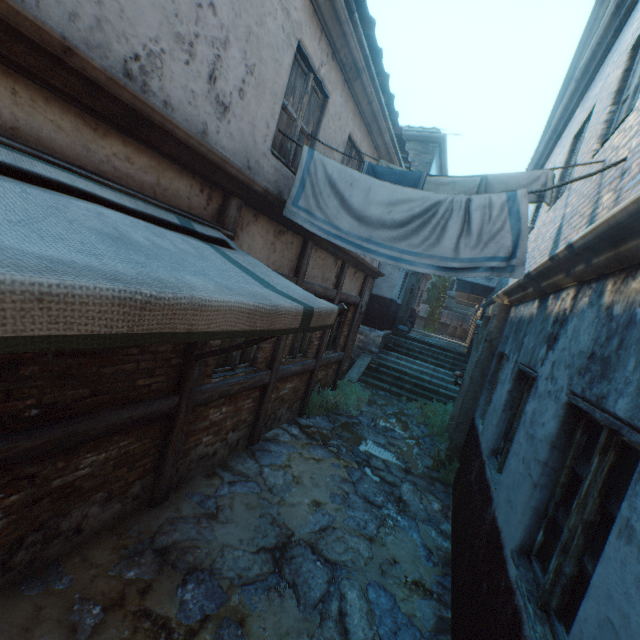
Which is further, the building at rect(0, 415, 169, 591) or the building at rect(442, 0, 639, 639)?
the building at rect(0, 415, 169, 591)

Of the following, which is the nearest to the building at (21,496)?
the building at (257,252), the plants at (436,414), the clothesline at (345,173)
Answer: the building at (257,252)

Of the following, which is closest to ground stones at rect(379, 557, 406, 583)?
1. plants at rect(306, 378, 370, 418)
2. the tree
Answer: plants at rect(306, 378, 370, 418)

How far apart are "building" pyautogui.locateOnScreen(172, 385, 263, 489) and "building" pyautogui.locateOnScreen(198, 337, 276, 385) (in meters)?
0.24

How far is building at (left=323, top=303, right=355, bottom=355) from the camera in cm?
831

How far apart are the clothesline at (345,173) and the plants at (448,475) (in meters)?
4.56

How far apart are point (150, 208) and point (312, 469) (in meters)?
4.76

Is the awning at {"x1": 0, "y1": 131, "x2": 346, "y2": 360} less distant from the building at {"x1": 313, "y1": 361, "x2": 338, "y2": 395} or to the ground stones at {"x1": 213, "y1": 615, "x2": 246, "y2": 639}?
the building at {"x1": 313, "y1": 361, "x2": 338, "y2": 395}
